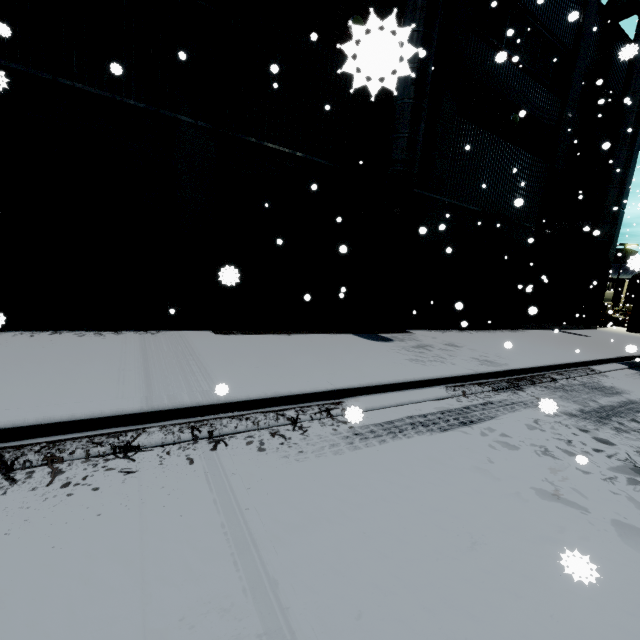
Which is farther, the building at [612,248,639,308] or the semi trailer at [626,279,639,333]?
the semi trailer at [626,279,639,333]

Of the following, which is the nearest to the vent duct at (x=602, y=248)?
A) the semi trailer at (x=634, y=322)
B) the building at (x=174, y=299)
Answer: the building at (x=174, y=299)

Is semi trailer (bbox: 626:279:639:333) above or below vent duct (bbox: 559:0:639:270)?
below

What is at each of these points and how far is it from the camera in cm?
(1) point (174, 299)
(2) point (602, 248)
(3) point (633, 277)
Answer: (1) building, 783
(2) vent duct, 1559
(3) building, 4994

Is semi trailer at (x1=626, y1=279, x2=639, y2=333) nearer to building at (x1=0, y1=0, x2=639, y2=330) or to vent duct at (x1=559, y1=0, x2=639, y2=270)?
building at (x1=0, y1=0, x2=639, y2=330)

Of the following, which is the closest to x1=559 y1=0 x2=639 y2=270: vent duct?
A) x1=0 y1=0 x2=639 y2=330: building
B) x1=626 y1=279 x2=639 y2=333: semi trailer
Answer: x1=0 y1=0 x2=639 y2=330: building

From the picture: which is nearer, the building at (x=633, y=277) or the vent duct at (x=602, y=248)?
the building at (x=633, y=277)
